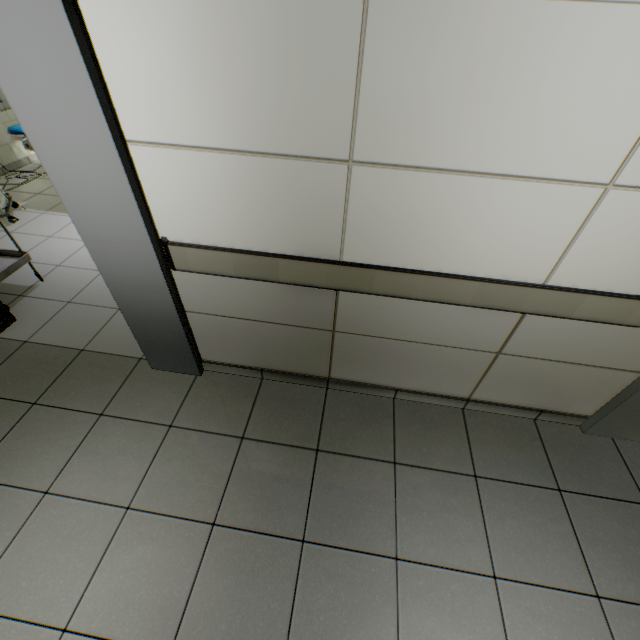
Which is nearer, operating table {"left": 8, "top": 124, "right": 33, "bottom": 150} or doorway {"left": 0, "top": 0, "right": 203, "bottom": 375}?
doorway {"left": 0, "top": 0, "right": 203, "bottom": 375}

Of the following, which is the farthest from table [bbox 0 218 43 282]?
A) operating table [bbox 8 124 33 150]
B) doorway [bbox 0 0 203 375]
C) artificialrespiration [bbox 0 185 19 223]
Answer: operating table [bbox 8 124 33 150]

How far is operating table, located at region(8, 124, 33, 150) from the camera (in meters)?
3.75

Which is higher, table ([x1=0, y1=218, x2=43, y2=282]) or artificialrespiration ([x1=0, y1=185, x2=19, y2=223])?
table ([x1=0, y1=218, x2=43, y2=282])

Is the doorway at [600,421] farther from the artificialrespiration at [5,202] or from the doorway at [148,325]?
the artificialrespiration at [5,202]

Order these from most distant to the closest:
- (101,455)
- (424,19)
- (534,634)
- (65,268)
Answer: (65,268) → (101,455) → (534,634) → (424,19)

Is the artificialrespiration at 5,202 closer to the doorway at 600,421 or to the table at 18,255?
the table at 18,255

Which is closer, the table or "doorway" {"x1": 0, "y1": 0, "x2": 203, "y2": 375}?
"doorway" {"x1": 0, "y1": 0, "x2": 203, "y2": 375}
